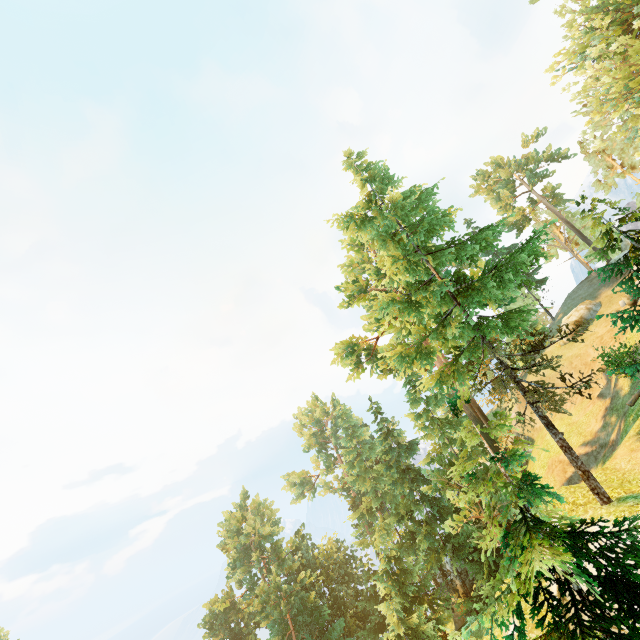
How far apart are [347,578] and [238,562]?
12.30m

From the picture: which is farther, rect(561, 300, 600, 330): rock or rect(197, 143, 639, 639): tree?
rect(561, 300, 600, 330): rock

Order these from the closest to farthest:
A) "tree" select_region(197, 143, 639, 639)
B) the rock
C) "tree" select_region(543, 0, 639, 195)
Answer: "tree" select_region(197, 143, 639, 639), "tree" select_region(543, 0, 639, 195), the rock

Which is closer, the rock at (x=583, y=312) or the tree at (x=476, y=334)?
the tree at (x=476, y=334)

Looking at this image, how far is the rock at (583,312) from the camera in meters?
32.8

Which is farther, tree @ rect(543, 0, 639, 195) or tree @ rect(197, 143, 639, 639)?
tree @ rect(543, 0, 639, 195)

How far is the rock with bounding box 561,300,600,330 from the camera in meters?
32.8
